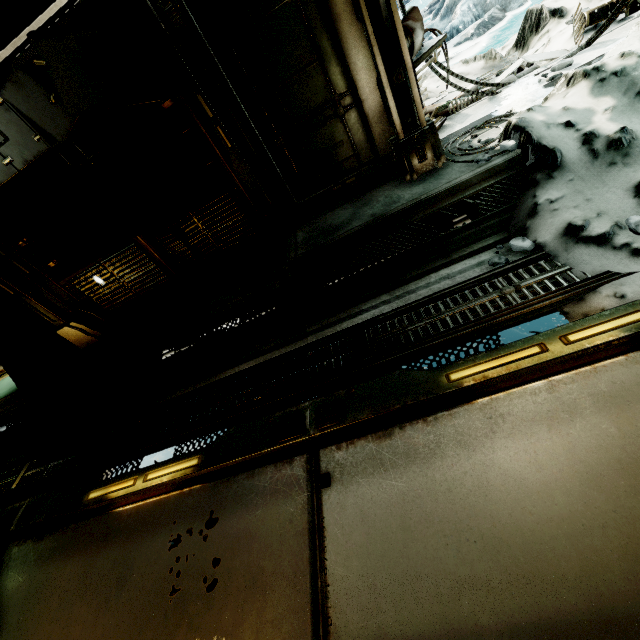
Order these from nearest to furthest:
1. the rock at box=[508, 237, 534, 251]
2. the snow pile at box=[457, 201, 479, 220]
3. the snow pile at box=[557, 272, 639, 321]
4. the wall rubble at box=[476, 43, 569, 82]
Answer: the snow pile at box=[557, 272, 639, 321] < the rock at box=[508, 237, 534, 251] < the snow pile at box=[457, 201, 479, 220] < the wall rubble at box=[476, 43, 569, 82]

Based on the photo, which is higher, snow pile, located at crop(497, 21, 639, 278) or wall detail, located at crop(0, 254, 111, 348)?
wall detail, located at crop(0, 254, 111, 348)

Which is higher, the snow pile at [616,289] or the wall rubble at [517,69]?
the wall rubble at [517,69]

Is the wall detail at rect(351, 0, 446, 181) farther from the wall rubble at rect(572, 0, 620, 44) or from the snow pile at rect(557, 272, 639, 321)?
A: the wall rubble at rect(572, 0, 620, 44)

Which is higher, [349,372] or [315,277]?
[315,277]

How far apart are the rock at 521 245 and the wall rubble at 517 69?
2.5m

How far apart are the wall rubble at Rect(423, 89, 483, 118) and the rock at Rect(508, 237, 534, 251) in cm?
249
